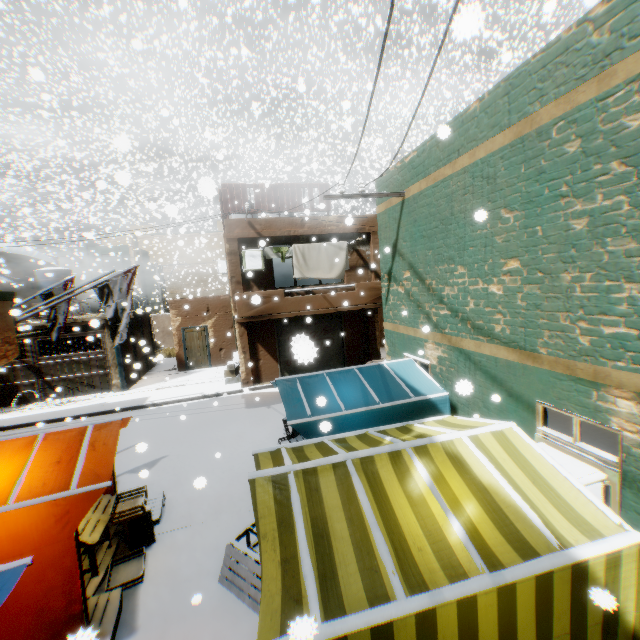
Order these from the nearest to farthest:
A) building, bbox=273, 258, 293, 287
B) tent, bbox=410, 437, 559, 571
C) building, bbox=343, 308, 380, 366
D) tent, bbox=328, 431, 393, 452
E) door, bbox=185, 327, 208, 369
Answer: tent, bbox=410, 437, 559, 571
tent, bbox=328, 431, 393, 452
building, bbox=343, 308, 380, 366
door, bbox=185, 327, 208, 369
building, bbox=273, 258, 293, 287

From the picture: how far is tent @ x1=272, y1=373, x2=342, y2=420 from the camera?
5.7m

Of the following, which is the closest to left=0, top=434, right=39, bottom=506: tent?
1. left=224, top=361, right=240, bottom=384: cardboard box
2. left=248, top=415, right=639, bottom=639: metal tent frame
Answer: left=248, top=415, right=639, bottom=639: metal tent frame

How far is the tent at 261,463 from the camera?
3.9 meters

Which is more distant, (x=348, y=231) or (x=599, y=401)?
(x=348, y=231)

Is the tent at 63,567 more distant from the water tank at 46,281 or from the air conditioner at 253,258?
the water tank at 46,281

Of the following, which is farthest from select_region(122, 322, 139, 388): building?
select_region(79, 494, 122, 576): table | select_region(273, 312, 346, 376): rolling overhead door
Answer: select_region(79, 494, 122, 576): table

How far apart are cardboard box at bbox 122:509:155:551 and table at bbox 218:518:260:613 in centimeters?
168cm
